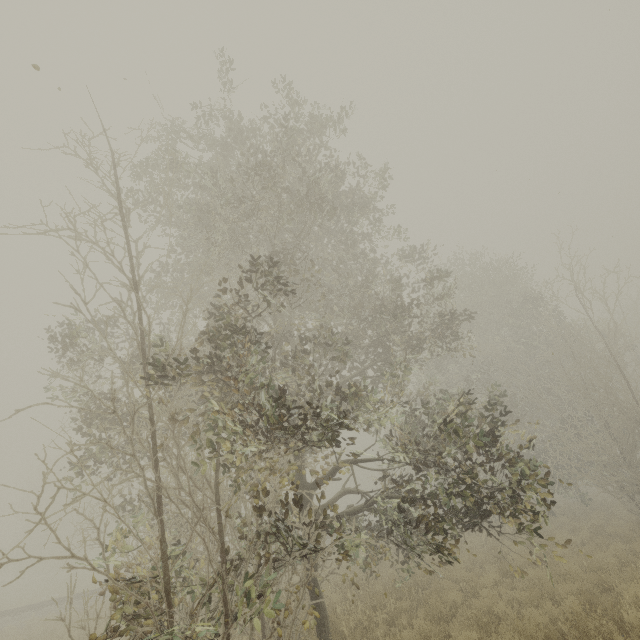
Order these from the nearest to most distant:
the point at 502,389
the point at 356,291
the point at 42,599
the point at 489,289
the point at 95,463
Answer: the point at 95,463
the point at 356,291
the point at 502,389
the point at 489,289
the point at 42,599
